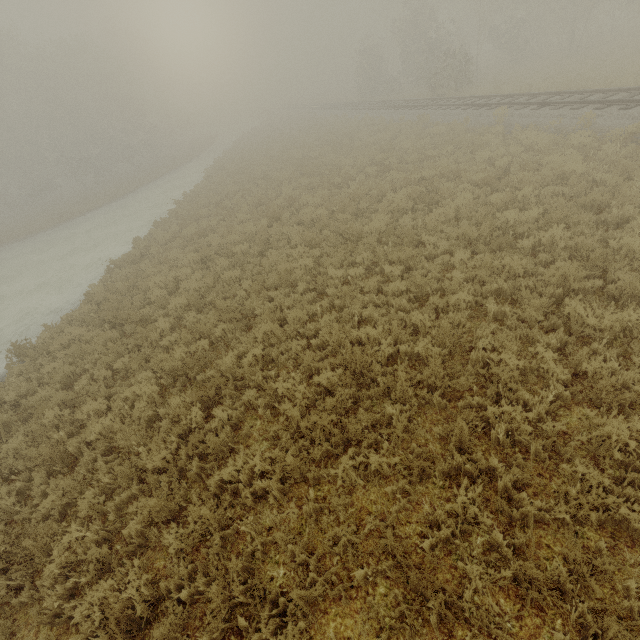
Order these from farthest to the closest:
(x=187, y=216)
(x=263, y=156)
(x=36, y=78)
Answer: (x=36, y=78), (x=263, y=156), (x=187, y=216)
